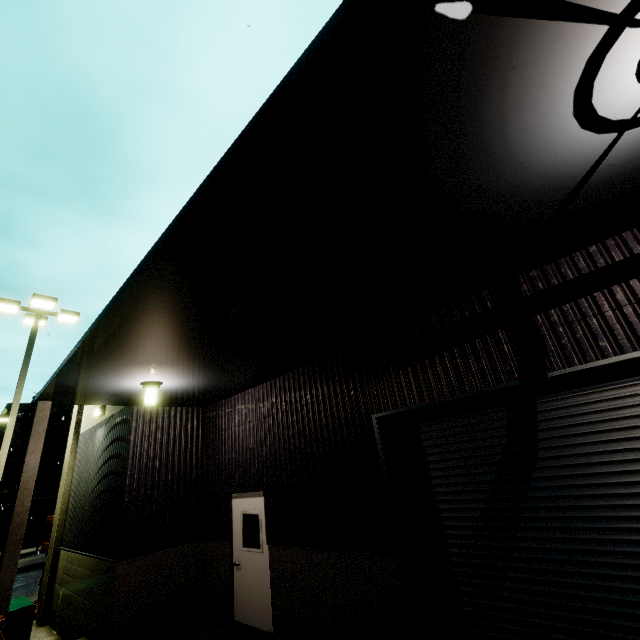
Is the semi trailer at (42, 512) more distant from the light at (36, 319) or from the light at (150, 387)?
the light at (36, 319)

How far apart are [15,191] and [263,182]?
9.7m

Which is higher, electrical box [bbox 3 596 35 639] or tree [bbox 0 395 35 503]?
tree [bbox 0 395 35 503]

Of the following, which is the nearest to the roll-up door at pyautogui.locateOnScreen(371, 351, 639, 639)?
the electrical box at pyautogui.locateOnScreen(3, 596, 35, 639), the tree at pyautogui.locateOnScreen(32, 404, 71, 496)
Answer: the electrical box at pyautogui.locateOnScreen(3, 596, 35, 639)

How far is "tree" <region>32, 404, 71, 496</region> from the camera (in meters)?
31.18

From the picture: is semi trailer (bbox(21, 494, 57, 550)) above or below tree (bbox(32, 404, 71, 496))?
below

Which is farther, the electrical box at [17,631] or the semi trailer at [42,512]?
the semi trailer at [42,512]

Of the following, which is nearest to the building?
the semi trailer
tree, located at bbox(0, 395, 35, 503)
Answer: tree, located at bbox(0, 395, 35, 503)
